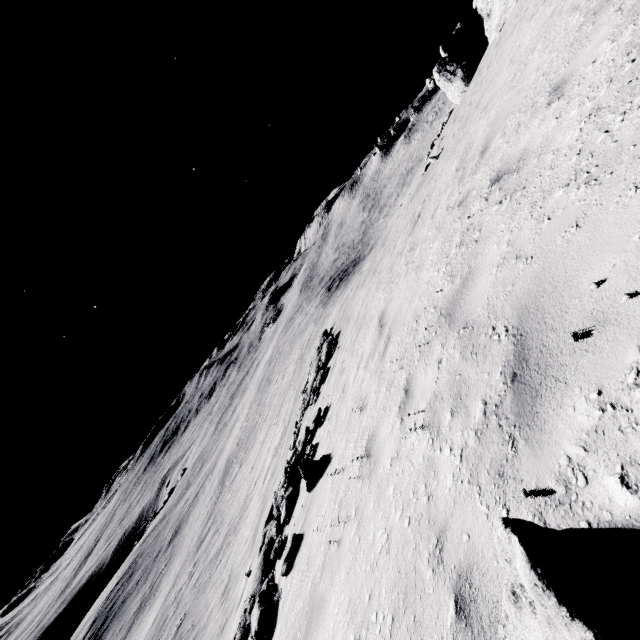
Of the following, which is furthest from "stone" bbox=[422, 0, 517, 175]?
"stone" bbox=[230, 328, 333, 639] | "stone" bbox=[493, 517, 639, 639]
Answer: "stone" bbox=[230, 328, 333, 639]

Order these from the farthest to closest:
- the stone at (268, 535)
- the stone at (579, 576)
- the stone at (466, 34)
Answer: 1. the stone at (466, 34)
2. the stone at (268, 535)
3. the stone at (579, 576)

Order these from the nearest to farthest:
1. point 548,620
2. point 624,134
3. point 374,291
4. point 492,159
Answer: point 548,620
point 624,134
point 492,159
point 374,291

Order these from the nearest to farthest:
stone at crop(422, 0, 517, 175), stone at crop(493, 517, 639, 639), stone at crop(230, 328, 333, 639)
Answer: stone at crop(493, 517, 639, 639) → stone at crop(230, 328, 333, 639) → stone at crop(422, 0, 517, 175)

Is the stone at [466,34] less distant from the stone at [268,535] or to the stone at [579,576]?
the stone at [579,576]

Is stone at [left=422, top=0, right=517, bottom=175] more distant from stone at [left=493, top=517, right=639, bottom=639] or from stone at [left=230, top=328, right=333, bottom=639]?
stone at [left=230, top=328, right=333, bottom=639]
